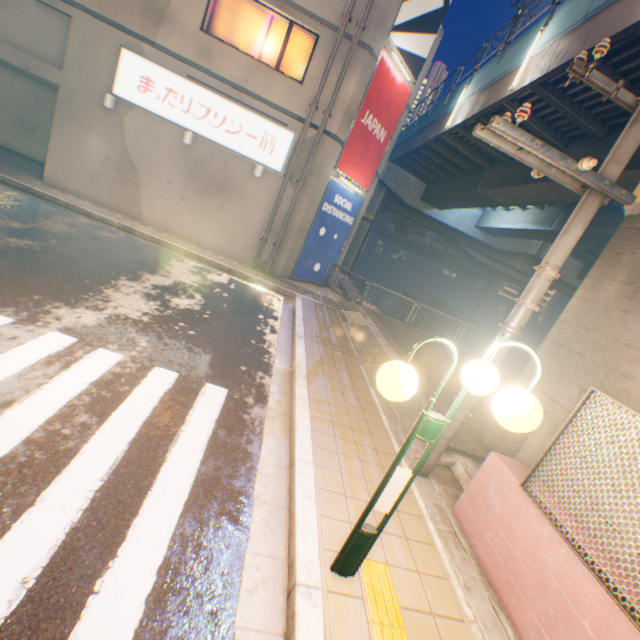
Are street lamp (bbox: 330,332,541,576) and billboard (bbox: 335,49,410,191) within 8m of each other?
no

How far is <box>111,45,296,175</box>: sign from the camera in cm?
1078

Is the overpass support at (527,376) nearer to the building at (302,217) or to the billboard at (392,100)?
the building at (302,217)

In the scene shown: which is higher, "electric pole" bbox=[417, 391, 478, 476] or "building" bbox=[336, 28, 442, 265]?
"building" bbox=[336, 28, 442, 265]

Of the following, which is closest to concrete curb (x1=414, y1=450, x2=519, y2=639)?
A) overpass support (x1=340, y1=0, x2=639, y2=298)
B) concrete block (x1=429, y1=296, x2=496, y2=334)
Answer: overpass support (x1=340, y1=0, x2=639, y2=298)

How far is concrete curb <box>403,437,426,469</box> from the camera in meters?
4.7

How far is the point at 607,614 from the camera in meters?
2.4

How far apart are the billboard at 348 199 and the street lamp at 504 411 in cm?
1150
